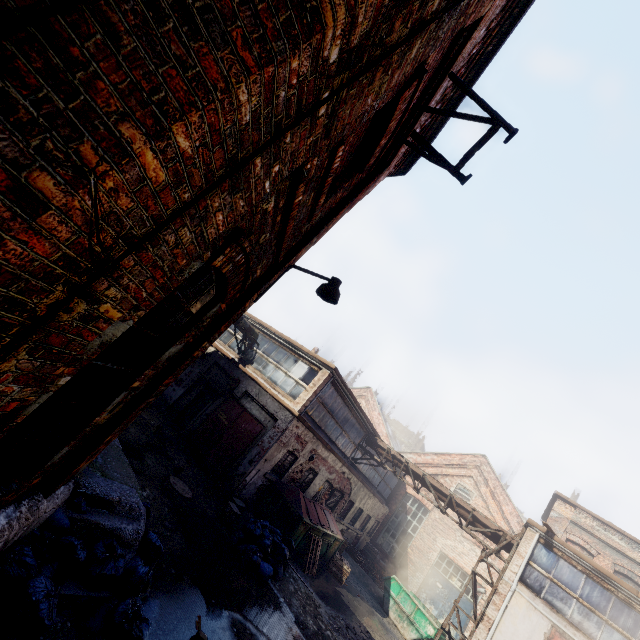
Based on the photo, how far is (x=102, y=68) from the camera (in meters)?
1.00

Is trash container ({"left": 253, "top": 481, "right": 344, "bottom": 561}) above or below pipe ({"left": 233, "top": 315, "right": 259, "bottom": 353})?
below

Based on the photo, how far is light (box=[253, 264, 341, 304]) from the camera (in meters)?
4.99

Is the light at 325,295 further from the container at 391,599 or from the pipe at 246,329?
the container at 391,599

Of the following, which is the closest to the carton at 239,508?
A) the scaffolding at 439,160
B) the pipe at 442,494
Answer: the pipe at 442,494

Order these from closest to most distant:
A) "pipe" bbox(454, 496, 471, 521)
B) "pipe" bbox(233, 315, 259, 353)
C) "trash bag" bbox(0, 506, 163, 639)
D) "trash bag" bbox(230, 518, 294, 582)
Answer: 1. "trash bag" bbox(0, 506, 163, 639)
2. "trash bag" bbox(230, 518, 294, 582)
3. "pipe" bbox(454, 496, 471, 521)
4. "pipe" bbox(233, 315, 259, 353)

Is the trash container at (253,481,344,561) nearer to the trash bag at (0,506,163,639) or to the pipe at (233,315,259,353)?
the pipe at (233,315,259,353)

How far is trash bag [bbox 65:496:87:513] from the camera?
4.1 meters
